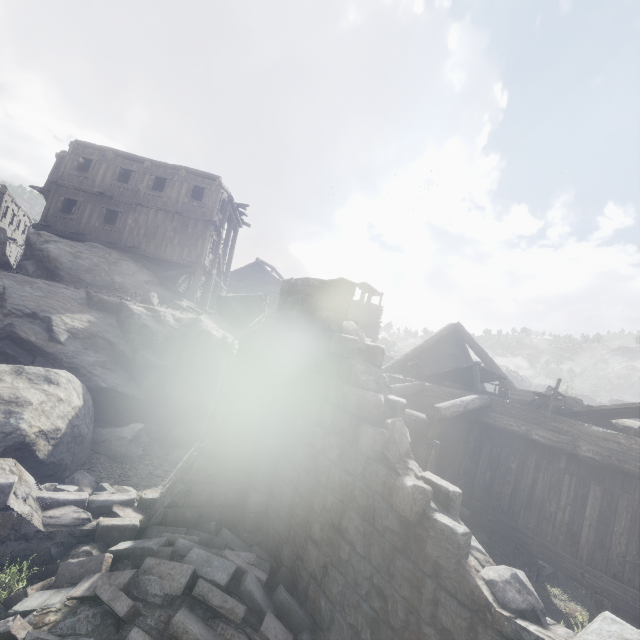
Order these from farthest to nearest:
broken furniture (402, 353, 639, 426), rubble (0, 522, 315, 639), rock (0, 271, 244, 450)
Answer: rock (0, 271, 244, 450) → broken furniture (402, 353, 639, 426) → rubble (0, 522, 315, 639)

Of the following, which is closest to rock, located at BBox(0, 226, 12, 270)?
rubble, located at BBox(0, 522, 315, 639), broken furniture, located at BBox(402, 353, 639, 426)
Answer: rubble, located at BBox(0, 522, 315, 639)

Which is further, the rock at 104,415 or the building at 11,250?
the building at 11,250

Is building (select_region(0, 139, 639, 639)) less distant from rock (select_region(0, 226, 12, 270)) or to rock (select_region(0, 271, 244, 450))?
rock (select_region(0, 271, 244, 450))

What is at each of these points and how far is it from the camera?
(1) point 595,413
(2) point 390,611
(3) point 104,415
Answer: (1) broken furniture, 8.22m
(2) building, 3.72m
(3) rock, 11.19m

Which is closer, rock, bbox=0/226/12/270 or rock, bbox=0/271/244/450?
rock, bbox=0/271/244/450

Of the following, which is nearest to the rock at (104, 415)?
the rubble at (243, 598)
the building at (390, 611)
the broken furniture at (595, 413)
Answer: the building at (390, 611)

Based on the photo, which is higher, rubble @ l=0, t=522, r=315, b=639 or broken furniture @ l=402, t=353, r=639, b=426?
broken furniture @ l=402, t=353, r=639, b=426
